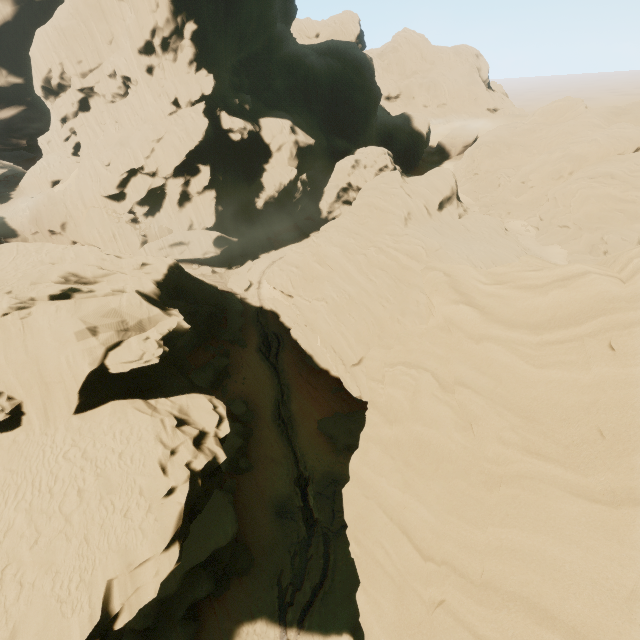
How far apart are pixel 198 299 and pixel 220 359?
7.0m
